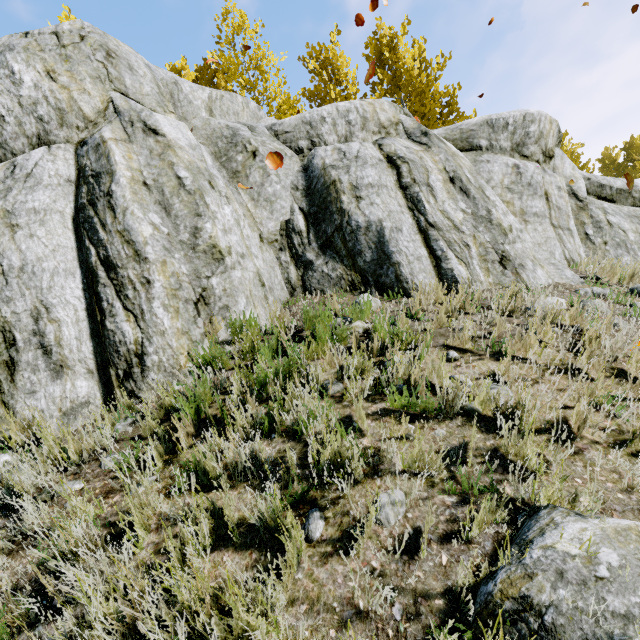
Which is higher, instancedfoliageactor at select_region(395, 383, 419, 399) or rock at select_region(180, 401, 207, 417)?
rock at select_region(180, 401, 207, 417)

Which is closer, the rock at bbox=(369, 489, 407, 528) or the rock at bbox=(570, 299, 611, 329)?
the rock at bbox=(369, 489, 407, 528)

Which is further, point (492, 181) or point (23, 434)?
point (492, 181)

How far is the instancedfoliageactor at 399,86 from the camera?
12.88m

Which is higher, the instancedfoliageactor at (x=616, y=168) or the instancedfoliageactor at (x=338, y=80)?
the instancedfoliageactor at (x=338, y=80)

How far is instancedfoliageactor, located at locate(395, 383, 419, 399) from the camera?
2.6 meters
